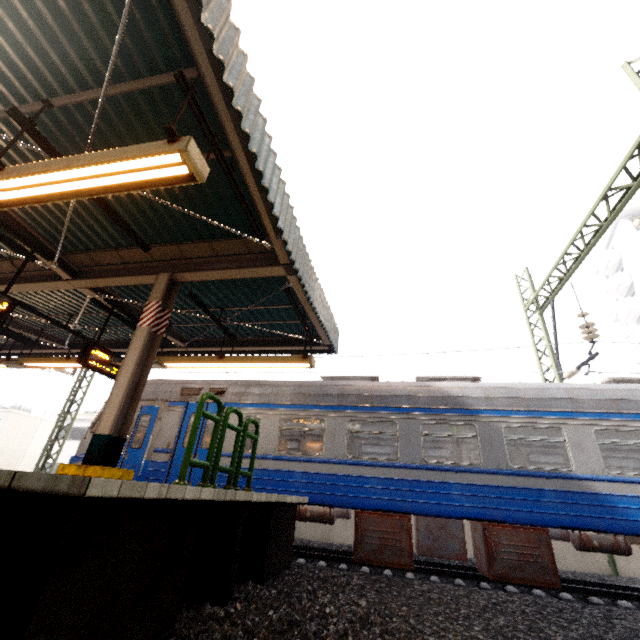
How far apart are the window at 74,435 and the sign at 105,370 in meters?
26.3 m

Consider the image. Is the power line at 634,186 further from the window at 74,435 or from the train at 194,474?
the window at 74,435

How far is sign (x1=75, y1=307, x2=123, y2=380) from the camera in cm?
708

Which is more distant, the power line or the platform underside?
the power line

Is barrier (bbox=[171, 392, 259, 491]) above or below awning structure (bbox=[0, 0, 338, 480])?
below

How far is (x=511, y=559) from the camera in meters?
6.1 m

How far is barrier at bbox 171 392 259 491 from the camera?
3.7 meters

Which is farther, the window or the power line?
the window
